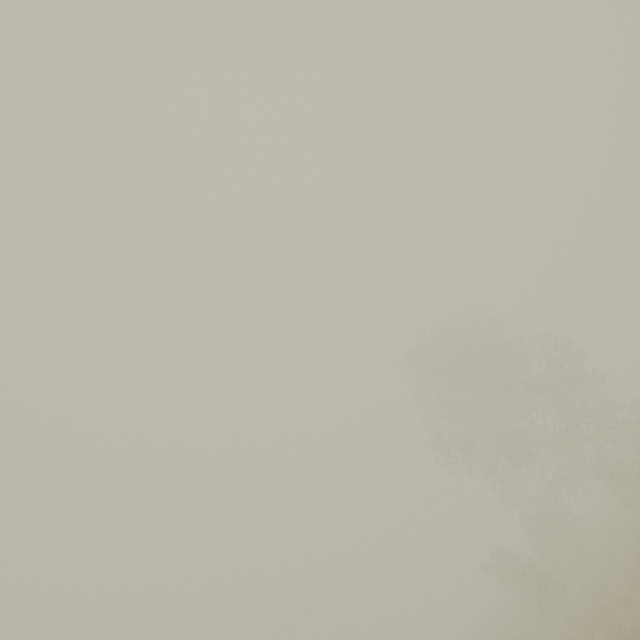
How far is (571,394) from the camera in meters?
22.9 m
